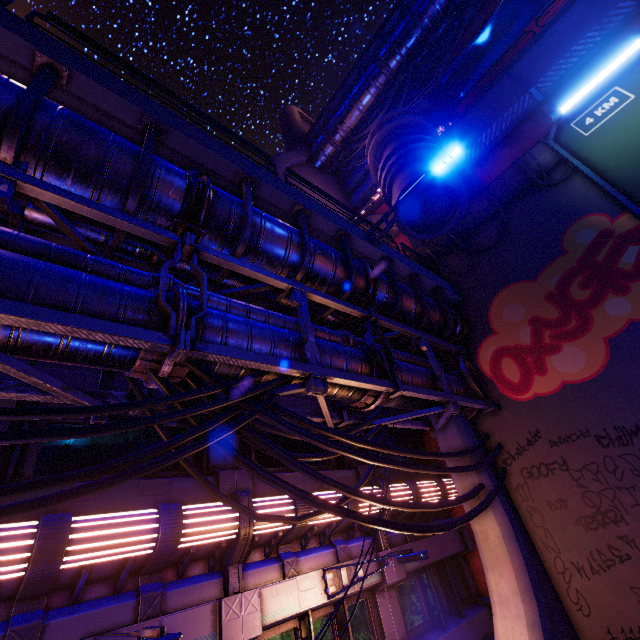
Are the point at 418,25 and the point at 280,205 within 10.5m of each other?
no

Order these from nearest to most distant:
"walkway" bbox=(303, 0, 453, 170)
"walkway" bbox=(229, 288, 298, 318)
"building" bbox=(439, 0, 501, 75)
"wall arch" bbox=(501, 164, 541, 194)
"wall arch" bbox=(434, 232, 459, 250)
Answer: "walkway" bbox=(229, 288, 298, 318)
"wall arch" bbox=(501, 164, 541, 194)
"wall arch" bbox=(434, 232, 459, 250)
"walkway" bbox=(303, 0, 453, 170)
"building" bbox=(439, 0, 501, 75)

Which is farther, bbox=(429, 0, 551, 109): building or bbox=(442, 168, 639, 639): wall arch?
bbox=(429, 0, 551, 109): building

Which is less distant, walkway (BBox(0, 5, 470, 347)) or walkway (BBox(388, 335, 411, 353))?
walkway (BBox(0, 5, 470, 347))

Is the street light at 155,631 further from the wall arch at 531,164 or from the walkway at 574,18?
the walkway at 574,18

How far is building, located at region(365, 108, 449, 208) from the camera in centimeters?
1180cm

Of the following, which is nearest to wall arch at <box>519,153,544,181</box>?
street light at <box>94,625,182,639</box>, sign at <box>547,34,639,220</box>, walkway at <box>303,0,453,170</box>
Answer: sign at <box>547,34,639,220</box>

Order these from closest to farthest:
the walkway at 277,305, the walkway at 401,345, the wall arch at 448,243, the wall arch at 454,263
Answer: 1. the walkway at 277,305
2. the walkway at 401,345
3. the wall arch at 454,263
4. the wall arch at 448,243
